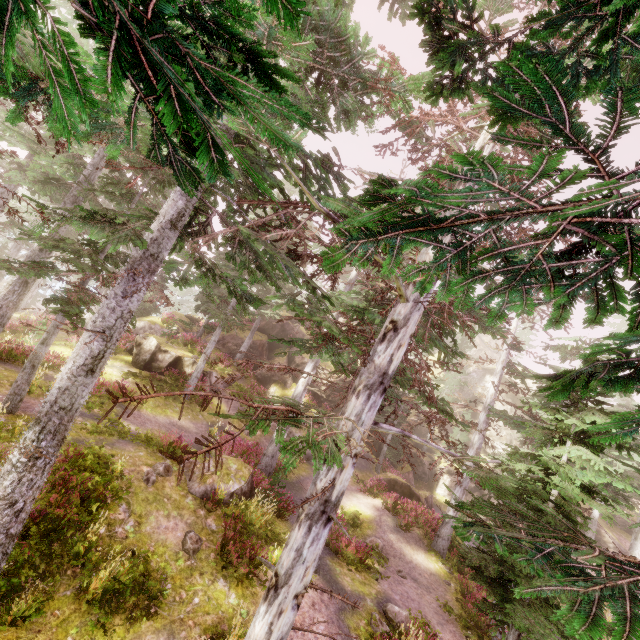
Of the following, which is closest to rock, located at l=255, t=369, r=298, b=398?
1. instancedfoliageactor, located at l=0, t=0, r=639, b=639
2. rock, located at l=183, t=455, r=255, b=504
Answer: instancedfoliageactor, located at l=0, t=0, r=639, b=639

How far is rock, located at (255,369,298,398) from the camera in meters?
25.9

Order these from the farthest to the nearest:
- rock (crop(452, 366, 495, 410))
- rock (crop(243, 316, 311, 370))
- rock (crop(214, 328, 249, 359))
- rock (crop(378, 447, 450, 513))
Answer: rock (crop(452, 366, 495, 410)) → rock (crop(243, 316, 311, 370)) → rock (crop(214, 328, 249, 359)) → rock (crop(378, 447, 450, 513))

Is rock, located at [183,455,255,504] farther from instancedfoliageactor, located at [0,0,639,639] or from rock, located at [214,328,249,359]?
rock, located at [214,328,249,359]

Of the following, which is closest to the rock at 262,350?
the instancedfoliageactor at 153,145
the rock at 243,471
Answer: the instancedfoliageactor at 153,145

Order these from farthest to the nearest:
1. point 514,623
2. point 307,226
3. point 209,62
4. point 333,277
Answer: point 333,277 < point 307,226 < point 514,623 < point 209,62

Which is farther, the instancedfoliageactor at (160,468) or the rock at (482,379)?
the rock at (482,379)

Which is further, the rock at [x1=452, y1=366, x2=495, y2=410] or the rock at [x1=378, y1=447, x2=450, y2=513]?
the rock at [x1=452, y1=366, x2=495, y2=410]
